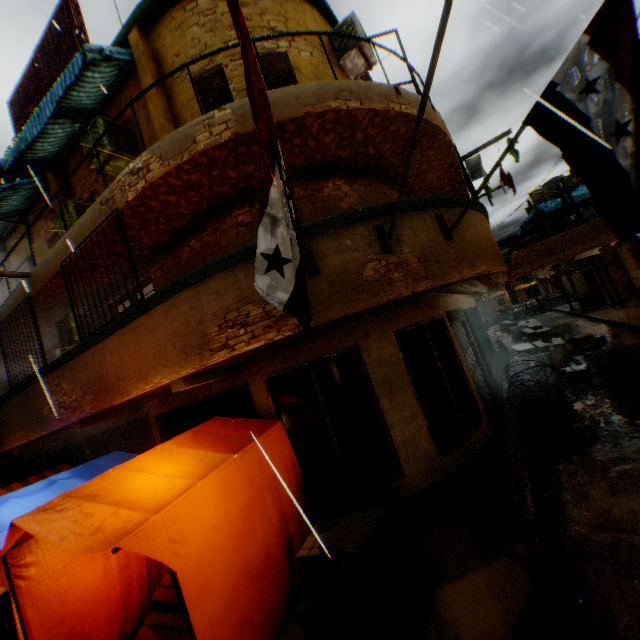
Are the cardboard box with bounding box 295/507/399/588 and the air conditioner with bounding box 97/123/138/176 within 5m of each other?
no

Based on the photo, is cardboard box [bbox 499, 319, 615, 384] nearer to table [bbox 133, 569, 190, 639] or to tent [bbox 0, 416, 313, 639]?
tent [bbox 0, 416, 313, 639]

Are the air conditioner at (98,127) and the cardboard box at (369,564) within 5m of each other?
no

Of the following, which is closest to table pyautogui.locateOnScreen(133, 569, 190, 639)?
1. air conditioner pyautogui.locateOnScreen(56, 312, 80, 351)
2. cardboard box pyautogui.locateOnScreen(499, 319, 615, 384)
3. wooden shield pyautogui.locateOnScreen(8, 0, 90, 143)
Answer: wooden shield pyautogui.locateOnScreen(8, 0, 90, 143)

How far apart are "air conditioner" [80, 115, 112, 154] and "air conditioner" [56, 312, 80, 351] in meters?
2.7 m

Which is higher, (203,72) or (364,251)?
(203,72)

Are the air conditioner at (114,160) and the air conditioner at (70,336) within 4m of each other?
yes

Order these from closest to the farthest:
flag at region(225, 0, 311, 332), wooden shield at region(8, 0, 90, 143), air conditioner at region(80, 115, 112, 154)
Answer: flag at region(225, 0, 311, 332)
air conditioner at region(80, 115, 112, 154)
wooden shield at region(8, 0, 90, 143)
